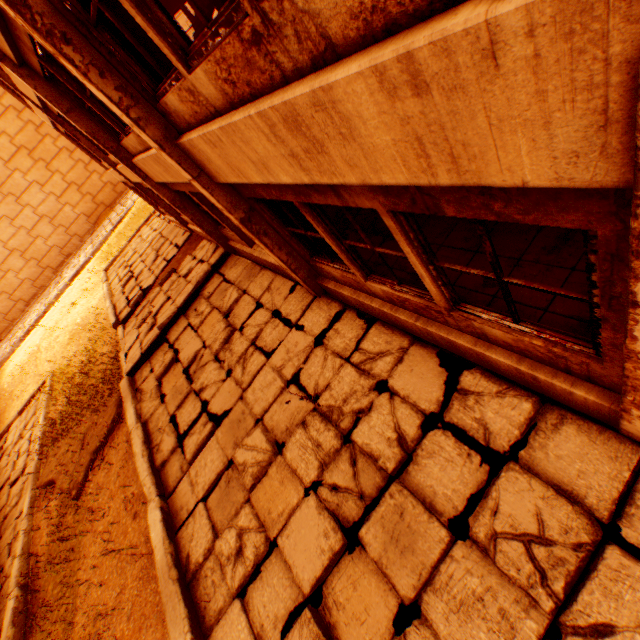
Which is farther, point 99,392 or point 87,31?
point 99,392

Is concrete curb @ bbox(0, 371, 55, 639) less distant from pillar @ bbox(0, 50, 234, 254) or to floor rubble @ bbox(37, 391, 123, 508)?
floor rubble @ bbox(37, 391, 123, 508)

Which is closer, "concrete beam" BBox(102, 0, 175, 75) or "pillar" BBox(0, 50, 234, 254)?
"concrete beam" BBox(102, 0, 175, 75)

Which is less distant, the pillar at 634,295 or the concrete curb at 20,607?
the pillar at 634,295

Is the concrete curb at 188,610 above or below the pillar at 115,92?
below

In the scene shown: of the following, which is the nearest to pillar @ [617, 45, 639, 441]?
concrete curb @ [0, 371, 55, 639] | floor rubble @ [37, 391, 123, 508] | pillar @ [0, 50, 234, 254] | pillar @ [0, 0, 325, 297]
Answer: pillar @ [0, 0, 325, 297]

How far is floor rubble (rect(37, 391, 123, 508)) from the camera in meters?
9.1 m
